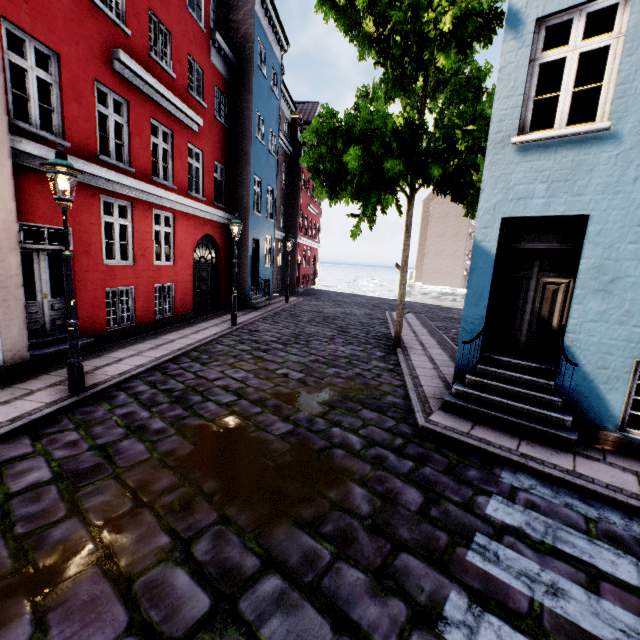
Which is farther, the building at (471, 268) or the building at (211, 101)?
the building at (211, 101)

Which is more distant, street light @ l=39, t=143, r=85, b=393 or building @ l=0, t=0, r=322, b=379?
building @ l=0, t=0, r=322, b=379

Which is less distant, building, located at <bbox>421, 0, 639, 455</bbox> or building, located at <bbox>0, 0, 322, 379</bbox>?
building, located at <bbox>421, 0, 639, 455</bbox>

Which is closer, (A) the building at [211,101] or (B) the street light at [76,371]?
(B) the street light at [76,371]

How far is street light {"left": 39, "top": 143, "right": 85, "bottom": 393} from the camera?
4.8m

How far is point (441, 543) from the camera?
3.1m
